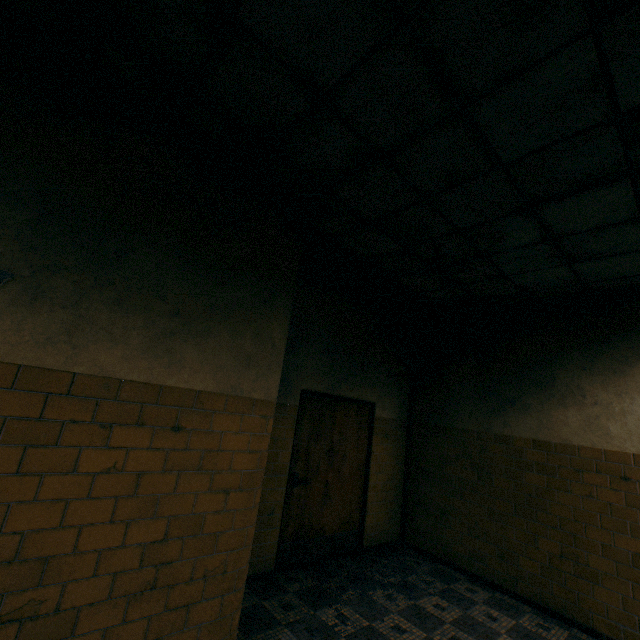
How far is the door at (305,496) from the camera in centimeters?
416cm

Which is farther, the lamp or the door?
the door

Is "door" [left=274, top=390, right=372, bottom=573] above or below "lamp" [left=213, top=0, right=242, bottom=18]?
below

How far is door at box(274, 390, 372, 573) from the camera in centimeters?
416cm

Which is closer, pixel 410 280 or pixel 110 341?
pixel 110 341

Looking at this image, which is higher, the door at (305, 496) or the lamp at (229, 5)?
the lamp at (229, 5)
